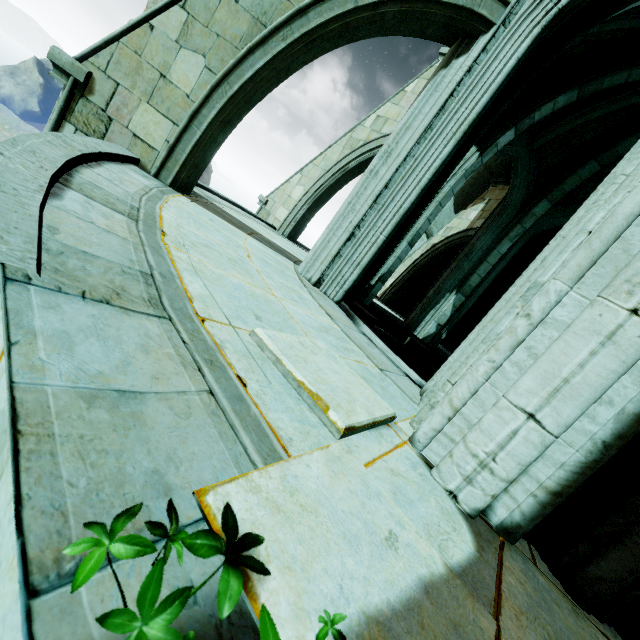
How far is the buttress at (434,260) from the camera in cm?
1113

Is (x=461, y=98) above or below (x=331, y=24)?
above

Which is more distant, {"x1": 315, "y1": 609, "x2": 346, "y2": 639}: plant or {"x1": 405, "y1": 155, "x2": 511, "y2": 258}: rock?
{"x1": 405, "y1": 155, "x2": 511, "y2": 258}: rock

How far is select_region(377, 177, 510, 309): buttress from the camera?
11.1 meters

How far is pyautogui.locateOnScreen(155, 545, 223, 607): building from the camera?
0.6m

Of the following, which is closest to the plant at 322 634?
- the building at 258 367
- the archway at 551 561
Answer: the building at 258 367

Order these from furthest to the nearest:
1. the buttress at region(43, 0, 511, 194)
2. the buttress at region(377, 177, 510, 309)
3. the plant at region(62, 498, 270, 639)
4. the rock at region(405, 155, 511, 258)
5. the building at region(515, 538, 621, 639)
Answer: the buttress at region(377, 177, 510, 309), the rock at region(405, 155, 511, 258), the buttress at region(43, 0, 511, 194), the building at region(515, 538, 621, 639), the plant at region(62, 498, 270, 639)

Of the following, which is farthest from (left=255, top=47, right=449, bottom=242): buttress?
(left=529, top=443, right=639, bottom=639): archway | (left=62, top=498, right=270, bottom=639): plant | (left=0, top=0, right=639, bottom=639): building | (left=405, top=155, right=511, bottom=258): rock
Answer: (left=62, top=498, right=270, bottom=639): plant
